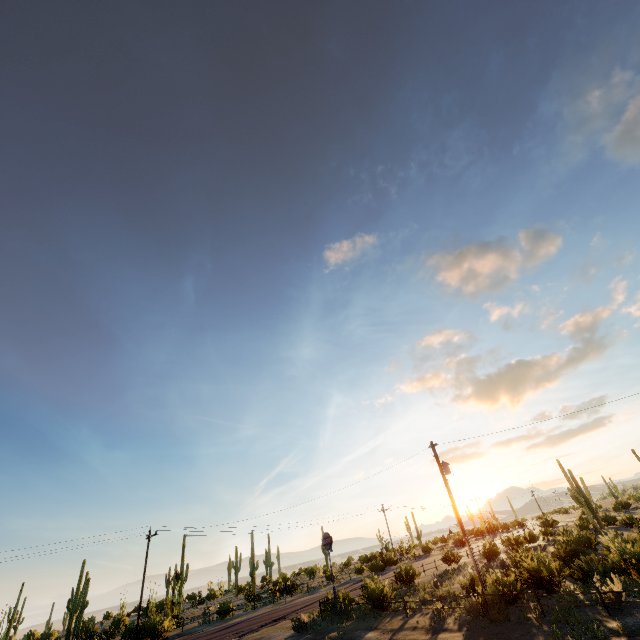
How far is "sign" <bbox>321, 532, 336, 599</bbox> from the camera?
23.43m

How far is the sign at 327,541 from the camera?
23.43m

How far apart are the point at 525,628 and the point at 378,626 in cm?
804
